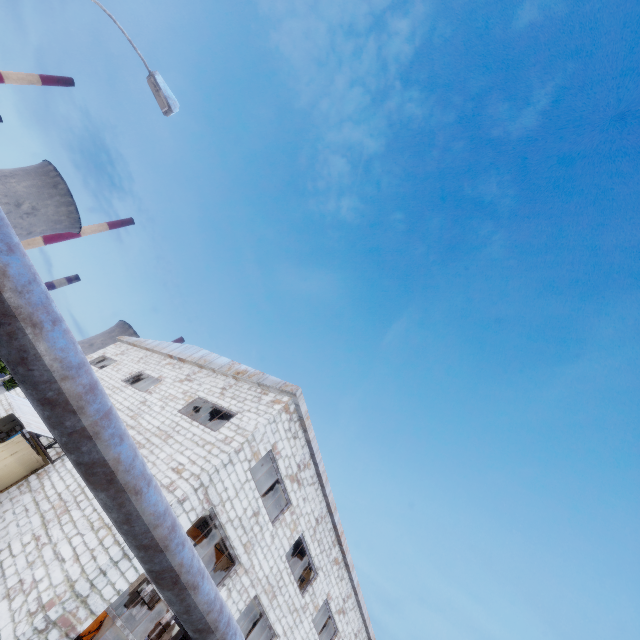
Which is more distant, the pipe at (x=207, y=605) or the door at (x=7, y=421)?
the door at (x=7, y=421)

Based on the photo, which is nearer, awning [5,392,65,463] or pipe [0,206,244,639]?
→ pipe [0,206,244,639]

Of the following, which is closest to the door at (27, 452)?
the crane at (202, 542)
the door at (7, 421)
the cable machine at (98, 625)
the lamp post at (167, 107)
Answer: the door at (7, 421)

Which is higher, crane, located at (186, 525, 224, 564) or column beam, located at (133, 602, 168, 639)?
crane, located at (186, 525, 224, 564)

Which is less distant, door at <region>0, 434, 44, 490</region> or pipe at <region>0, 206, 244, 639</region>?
pipe at <region>0, 206, 244, 639</region>

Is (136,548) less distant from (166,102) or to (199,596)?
(199,596)

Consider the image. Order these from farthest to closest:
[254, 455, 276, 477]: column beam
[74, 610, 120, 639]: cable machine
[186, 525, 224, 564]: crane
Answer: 1. [186, 525, 224, 564]: crane
2. [74, 610, 120, 639]: cable machine
3. [254, 455, 276, 477]: column beam

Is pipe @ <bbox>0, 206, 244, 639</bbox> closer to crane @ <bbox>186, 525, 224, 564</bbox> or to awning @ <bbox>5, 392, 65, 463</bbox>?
crane @ <bbox>186, 525, 224, 564</bbox>
